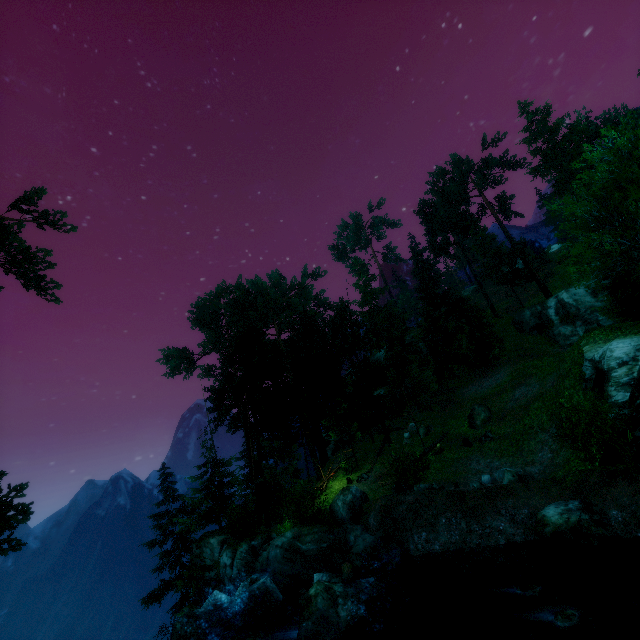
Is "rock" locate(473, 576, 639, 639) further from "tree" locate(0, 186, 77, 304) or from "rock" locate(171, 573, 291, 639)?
"tree" locate(0, 186, 77, 304)

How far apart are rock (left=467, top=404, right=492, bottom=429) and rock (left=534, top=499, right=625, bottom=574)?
11.6 meters

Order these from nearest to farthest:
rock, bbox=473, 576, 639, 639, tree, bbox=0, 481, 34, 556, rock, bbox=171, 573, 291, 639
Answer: rock, bbox=473, 576, 639, 639
tree, bbox=0, 481, 34, 556
rock, bbox=171, 573, 291, 639

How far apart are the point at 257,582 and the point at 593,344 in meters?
20.3

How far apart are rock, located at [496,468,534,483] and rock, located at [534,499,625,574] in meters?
2.6 m

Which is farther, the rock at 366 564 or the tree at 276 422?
the tree at 276 422

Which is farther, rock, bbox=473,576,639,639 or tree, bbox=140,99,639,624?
tree, bbox=140,99,639,624

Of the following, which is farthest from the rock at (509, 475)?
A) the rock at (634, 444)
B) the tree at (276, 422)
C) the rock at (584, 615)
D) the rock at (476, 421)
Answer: the tree at (276, 422)
